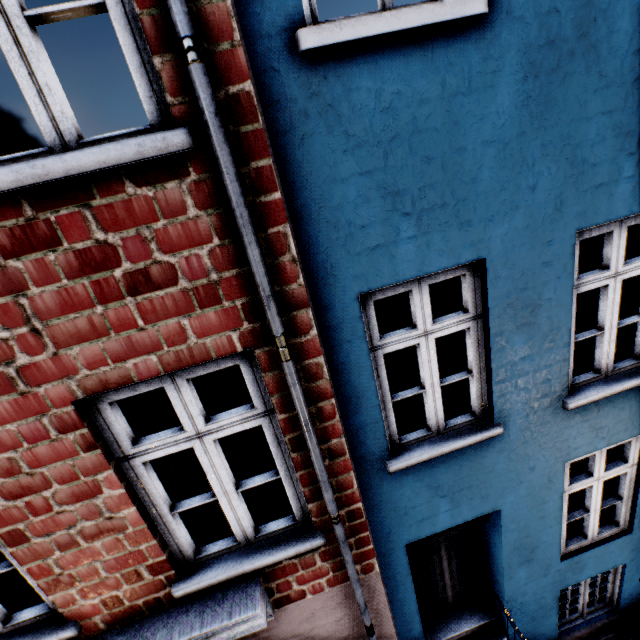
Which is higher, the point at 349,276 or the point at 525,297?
the point at 349,276
